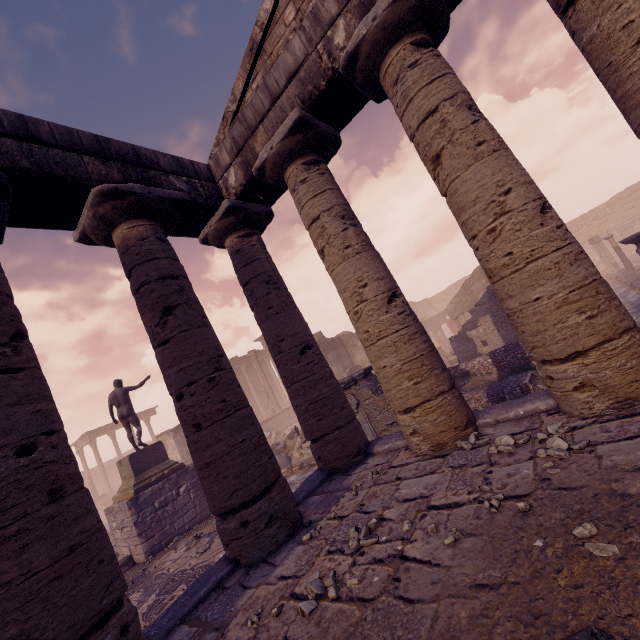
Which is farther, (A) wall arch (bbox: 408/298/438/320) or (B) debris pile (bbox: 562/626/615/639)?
(A) wall arch (bbox: 408/298/438/320)

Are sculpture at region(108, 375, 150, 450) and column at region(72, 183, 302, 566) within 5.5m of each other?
no

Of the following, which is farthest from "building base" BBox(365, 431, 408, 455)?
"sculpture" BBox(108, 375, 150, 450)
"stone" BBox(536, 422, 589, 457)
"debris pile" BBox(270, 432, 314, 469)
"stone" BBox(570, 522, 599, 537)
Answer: "sculpture" BBox(108, 375, 150, 450)

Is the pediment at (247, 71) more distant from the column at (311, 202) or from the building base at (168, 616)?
the building base at (168, 616)

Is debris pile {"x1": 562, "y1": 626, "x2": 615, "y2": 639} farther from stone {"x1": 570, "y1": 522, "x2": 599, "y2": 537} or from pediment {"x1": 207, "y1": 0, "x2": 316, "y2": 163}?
pediment {"x1": 207, "y1": 0, "x2": 316, "y2": 163}

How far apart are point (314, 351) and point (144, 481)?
8.6m

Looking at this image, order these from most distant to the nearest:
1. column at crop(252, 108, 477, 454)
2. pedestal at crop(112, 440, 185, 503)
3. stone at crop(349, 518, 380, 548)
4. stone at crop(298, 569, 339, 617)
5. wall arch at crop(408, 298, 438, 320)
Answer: wall arch at crop(408, 298, 438, 320)
pedestal at crop(112, 440, 185, 503)
column at crop(252, 108, 477, 454)
stone at crop(349, 518, 380, 548)
stone at crop(298, 569, 339, 617)

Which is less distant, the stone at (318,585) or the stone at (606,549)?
the stone at (606,549)
